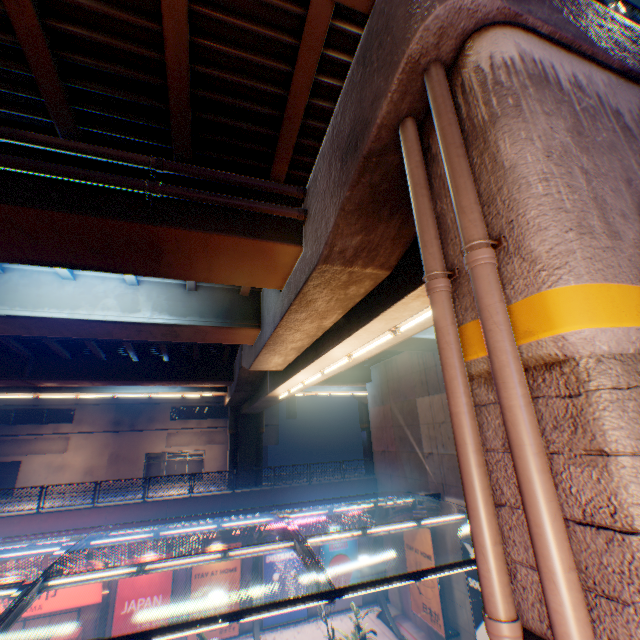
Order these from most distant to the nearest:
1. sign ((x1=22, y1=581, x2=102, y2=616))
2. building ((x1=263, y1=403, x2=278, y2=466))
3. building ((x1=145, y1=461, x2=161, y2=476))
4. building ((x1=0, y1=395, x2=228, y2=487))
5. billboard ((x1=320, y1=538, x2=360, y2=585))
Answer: building ((x1=263, y1=403, x2=278, y2=466)) → building ((x1=145, y1=461, x2=161, y2=476)) → building ((x1=0, y1=395, x2=228, y2=487)) → billboard ((x1=320, y1=538, x2=360, y2=585)) → sign ((x1=22, y1=581, x2=102, y2=616))

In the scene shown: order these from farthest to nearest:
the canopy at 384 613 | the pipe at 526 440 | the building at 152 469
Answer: the building at 152 469 < the canopy at 384 613 < the pipe at 526 440

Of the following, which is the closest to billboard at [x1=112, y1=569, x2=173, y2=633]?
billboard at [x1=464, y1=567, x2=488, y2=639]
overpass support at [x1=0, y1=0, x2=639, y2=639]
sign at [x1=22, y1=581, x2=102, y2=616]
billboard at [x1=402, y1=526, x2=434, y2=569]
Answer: sign at [x1=22, y1=581, x2=102, y2=616]

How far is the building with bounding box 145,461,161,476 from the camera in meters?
37.3

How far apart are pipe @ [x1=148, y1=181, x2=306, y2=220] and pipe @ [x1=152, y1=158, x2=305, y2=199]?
0.28m

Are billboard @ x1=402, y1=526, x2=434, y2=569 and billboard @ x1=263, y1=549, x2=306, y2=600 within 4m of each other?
no

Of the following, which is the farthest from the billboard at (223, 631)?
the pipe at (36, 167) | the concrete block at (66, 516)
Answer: the pipe at (36, 167)

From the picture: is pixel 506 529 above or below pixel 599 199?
below
